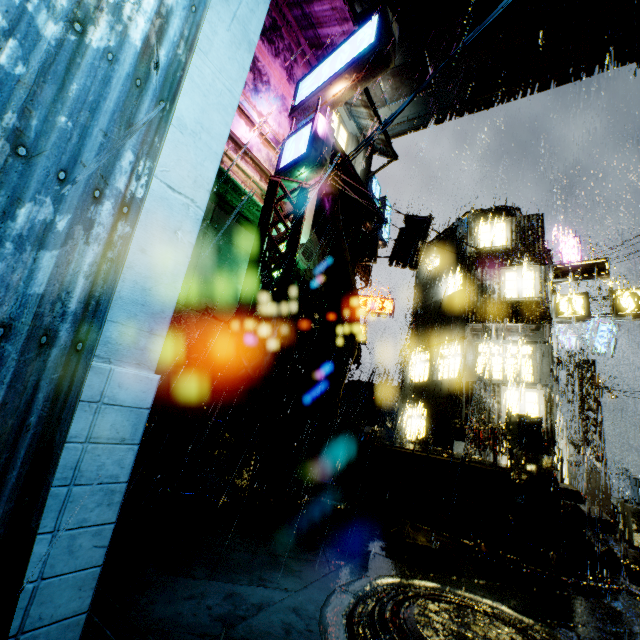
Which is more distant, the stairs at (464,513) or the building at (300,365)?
the building at (300,365)

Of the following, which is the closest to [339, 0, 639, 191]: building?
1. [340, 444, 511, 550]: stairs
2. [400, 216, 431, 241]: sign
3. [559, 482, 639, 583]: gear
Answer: [559, 482, 639, 583]: gear

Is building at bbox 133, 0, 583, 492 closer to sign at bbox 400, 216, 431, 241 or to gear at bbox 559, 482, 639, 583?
gear at bbox 559, 482, 639, 583

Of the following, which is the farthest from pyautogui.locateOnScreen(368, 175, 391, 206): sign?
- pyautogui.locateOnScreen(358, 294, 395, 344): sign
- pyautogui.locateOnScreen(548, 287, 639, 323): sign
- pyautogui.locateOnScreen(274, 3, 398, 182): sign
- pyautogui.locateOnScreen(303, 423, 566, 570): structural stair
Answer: pyautogui.locateOnScreen(303, 423, 566, 570): structural stair

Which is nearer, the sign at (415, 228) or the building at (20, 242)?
the building at (20, 242)

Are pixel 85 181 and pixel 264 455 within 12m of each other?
no

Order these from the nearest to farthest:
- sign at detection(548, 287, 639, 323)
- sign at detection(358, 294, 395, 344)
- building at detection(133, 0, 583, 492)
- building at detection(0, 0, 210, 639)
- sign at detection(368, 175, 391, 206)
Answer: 1. building at detection(0, 0, 210, 639)
2. building at detection(133, 0, 583, 492)
3. sign at detection(548, 287, 639, 323)
4. sign at detection(368, 175, 391, 206)
5. sign at detection(358, 294, 395, 344)

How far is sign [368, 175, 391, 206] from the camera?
23.5m
